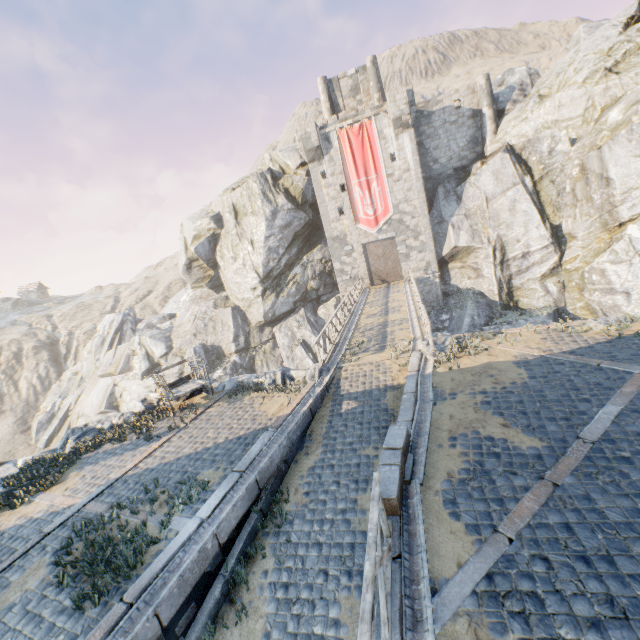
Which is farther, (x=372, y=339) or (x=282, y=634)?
(x=372, y=339)

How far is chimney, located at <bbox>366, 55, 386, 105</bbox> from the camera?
29.12m

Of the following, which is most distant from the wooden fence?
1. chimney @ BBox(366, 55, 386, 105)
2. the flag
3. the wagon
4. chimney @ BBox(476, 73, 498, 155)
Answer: chimney @ BBox(366, 55, 386, 105)

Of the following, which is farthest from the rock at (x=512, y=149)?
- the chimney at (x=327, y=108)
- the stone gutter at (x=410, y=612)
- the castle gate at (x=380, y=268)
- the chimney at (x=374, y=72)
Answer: the chimney at (x=374, y=72)

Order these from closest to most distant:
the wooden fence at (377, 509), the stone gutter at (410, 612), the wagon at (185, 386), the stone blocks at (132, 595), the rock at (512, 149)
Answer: the wooden fence at (377, 509) < the stone gutter at (410, 612) < the stone blocks at (132, 595) < the wagon at (185, 386) < the rock at (512, 149)

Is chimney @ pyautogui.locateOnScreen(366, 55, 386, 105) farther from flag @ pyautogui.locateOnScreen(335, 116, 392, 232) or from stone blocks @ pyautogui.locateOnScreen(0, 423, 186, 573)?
stone blocks @ pyautogui.locateOnScreen(0, 423, 186, 573)

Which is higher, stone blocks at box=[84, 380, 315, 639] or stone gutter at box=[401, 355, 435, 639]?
stone blocks at box=[84, 380, 315, 639]

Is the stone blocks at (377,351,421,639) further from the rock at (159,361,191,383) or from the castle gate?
the castle gate
